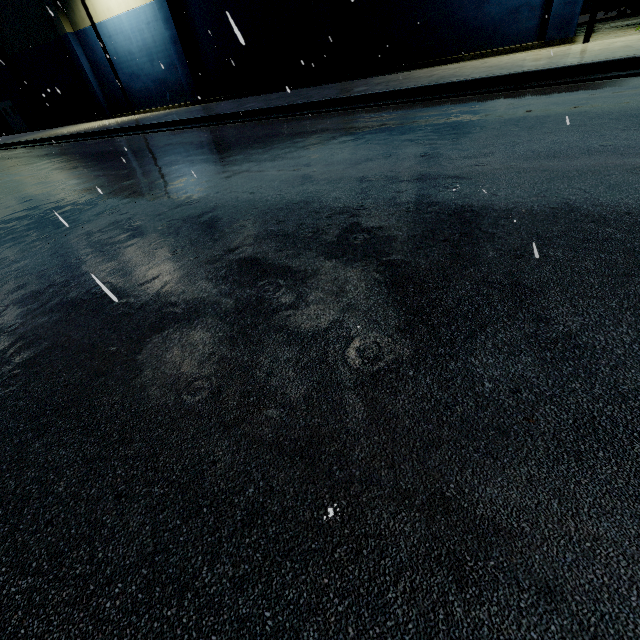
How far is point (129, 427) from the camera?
1.6 meters

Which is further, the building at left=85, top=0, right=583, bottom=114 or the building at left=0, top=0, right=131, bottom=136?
the building at left=0, top=0, right=131, bottom=136

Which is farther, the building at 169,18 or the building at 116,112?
the building at 116,112
